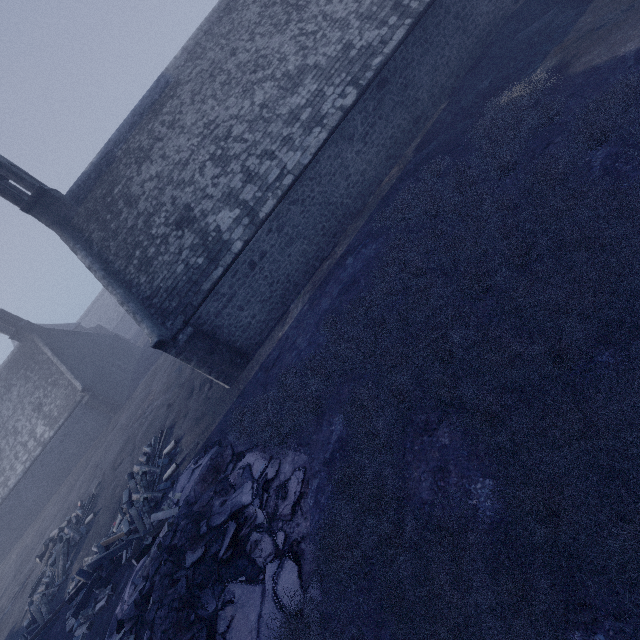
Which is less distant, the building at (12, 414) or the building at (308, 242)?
the building at (308, 242)

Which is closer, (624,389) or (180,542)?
(624,389)

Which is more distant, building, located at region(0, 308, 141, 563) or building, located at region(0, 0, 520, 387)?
building, located at region(0, 308, 141, 563)
